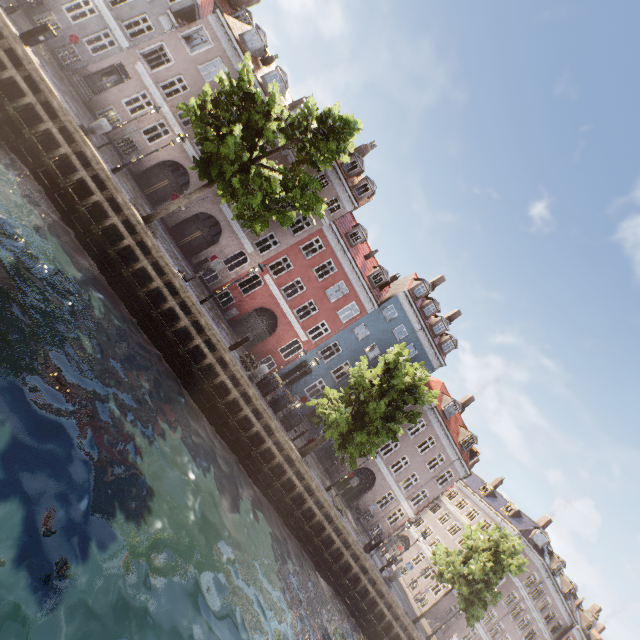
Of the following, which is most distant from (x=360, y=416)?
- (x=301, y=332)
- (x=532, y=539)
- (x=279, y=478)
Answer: (x=532, y=539)

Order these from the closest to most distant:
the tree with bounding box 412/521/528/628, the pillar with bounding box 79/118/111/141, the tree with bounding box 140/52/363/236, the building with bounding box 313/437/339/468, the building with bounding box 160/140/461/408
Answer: the tree with bounding box 140/52/363/236 → the pillar with bounding box 79/118/111/141 → the tree with bounding box 412/521/528/628 → the building with bounding box 160/140/461/408 → the building with bounding box 313/437/339/468

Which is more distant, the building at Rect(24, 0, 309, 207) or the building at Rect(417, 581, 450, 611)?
the building at Rect(417, 581, 450, 611)

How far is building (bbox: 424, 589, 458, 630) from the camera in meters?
33.6

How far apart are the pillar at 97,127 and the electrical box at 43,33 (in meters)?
3.05

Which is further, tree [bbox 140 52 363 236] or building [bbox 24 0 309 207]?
building [bbox 24 0 309 207]

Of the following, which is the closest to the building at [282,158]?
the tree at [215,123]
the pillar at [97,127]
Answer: the tree at [215,123]

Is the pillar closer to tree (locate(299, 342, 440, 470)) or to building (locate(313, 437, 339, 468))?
tree (locate(299, 342, 440, 470))
